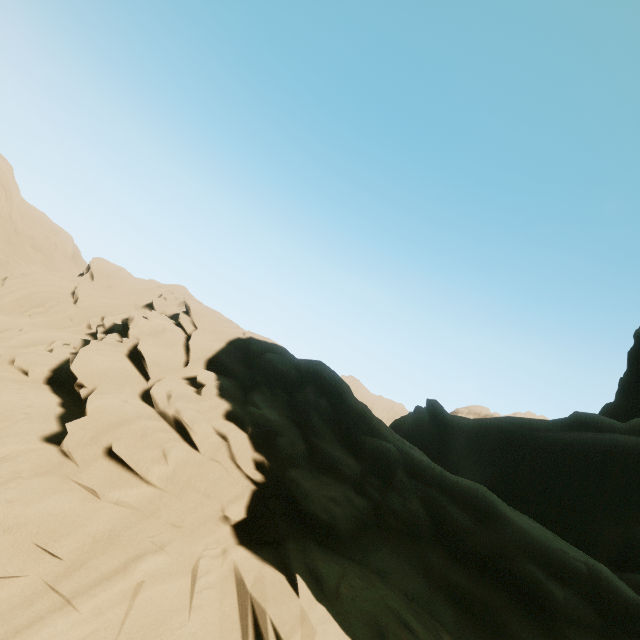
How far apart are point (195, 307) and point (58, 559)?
7.5m
